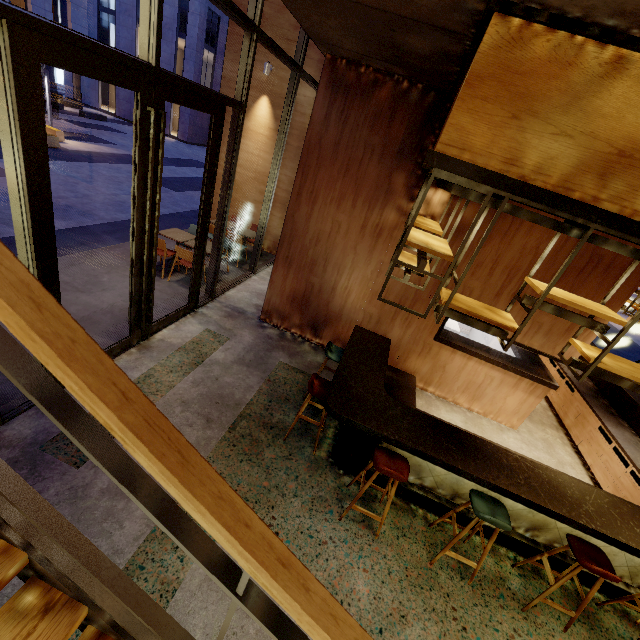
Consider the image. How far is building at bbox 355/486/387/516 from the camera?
3.8 meters

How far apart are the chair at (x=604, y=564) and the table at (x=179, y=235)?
7.7 meters

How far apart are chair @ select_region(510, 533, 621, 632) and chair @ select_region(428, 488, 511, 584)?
0.6m

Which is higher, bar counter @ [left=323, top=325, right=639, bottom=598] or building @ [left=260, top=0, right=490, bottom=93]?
building @ [left=260, top=0, right=490, bottom=93]

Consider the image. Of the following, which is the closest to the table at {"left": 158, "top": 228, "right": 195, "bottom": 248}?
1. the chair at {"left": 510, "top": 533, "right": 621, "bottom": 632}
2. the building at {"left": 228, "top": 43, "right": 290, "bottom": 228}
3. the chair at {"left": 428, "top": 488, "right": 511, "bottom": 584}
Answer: the building at {"left": 228, "top": 43, "right": 290, "bottom": 228}

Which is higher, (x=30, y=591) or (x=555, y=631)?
(x=30, y=591)

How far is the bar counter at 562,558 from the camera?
3.80m

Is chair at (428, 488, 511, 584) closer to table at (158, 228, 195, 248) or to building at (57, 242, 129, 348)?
building at (57, 242, 129, 348)
